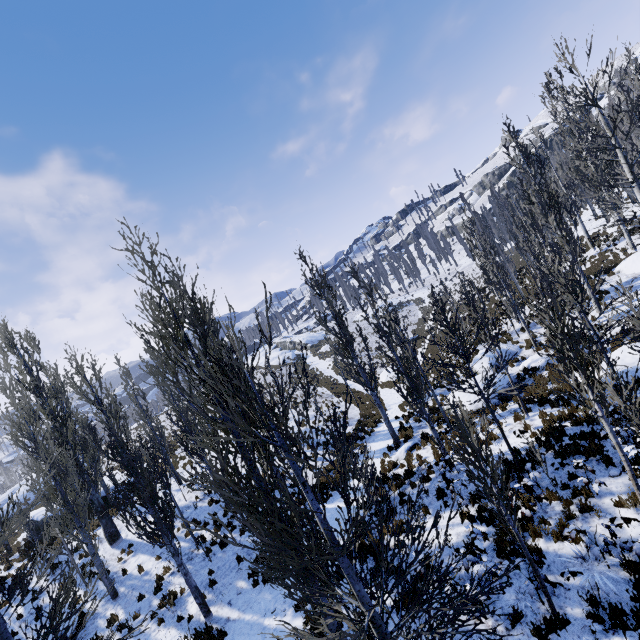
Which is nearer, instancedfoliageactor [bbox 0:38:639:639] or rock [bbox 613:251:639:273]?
instancedfoliageactor [bbox 0:38:639:639]

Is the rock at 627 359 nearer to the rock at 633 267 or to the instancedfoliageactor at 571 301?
the instancedfoliageactor at 571 301

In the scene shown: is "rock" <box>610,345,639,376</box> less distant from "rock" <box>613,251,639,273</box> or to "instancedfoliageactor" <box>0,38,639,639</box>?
"instancedfoliageactor" <box>0,38,639,639</box>

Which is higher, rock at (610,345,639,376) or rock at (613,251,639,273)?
rock at (613,251,639,273)

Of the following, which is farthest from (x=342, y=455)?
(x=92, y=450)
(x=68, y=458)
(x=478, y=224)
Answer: (x=478, y=224)

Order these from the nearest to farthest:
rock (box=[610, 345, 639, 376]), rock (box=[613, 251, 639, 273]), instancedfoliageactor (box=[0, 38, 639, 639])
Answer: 1. instancedfoliageactor (box=[0, 38, 639, 639])
2. rock (box=[610, 345, 639, 376])
3. rock (box=[613, 251, 639, 273])

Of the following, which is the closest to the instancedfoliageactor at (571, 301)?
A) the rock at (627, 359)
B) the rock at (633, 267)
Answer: the rock at (633, 267)
